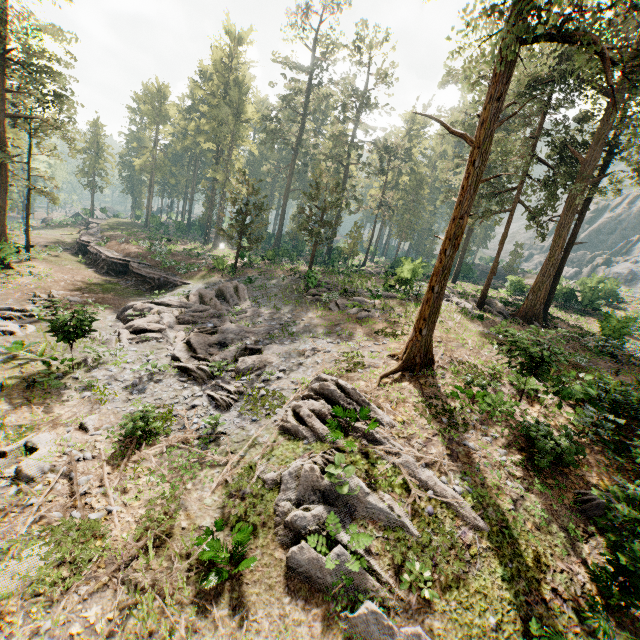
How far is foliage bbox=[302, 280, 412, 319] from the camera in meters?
21.7 m

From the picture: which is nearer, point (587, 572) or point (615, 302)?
point (587, 572)

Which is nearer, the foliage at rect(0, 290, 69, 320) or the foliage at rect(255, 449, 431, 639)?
the foliage at rect(255, 449, 431, 639)

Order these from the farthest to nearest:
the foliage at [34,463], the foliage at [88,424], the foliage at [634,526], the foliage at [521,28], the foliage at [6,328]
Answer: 1. the foliage at [6,328]
2. the foliage at [521,28]
3. the foliage at [88,424]
4. the foliage at [34,463]
5. the foliage at [634,526]

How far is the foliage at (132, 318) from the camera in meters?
15.1 m

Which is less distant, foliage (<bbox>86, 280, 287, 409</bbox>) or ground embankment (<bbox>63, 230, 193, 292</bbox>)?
foliage (<bbox>86, 280, 287, 409</bbox>)
